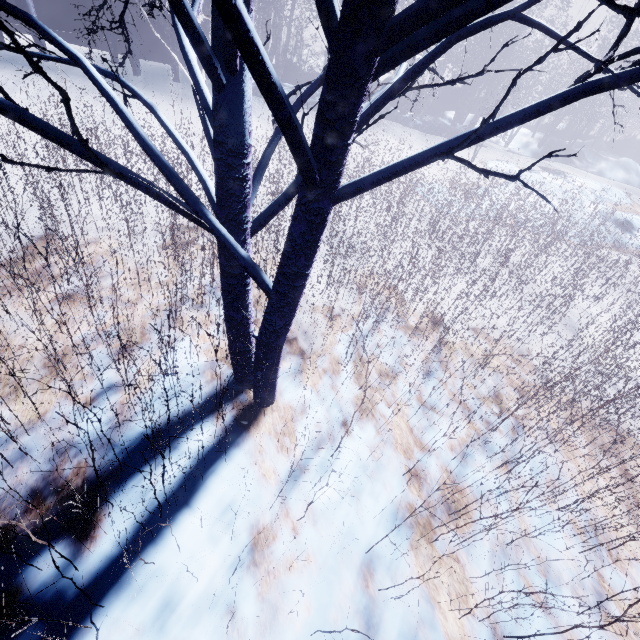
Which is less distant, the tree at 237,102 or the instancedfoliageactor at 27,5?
the tree at 237,102

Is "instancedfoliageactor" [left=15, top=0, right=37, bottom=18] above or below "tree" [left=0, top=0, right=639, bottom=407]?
below

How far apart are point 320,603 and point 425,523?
0.9 meters

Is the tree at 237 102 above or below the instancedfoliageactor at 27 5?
above

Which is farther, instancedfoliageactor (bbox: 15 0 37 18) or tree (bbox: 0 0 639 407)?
instancedfoliageactor (bbox: 15 0 37 18)
